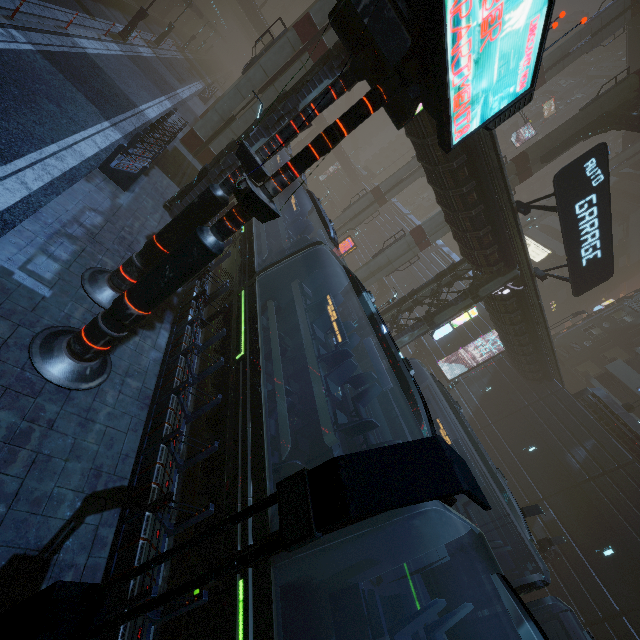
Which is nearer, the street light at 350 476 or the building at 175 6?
the street light at 350 476

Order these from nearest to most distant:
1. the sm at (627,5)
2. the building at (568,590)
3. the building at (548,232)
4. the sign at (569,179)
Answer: the sign at (569,179) → the building at (568,590) → the sm at (627,5) → the building at (548,232)

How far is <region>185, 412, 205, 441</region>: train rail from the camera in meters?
8.8

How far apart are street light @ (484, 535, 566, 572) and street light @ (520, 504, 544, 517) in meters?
6.7

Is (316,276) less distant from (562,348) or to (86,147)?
(86,147)

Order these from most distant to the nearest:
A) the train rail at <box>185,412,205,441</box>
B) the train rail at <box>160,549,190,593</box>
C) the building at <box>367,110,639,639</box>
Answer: the building at <box>367,110,639,639</box>, the train rail at <box>185,412,205,441</box>, the train rail at <box>160,549,190,593</box>

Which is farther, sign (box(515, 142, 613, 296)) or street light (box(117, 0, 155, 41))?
street light (box(117, 0, 155, 41))

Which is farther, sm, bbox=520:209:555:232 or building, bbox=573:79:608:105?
building, bbox=573:79:608:105
